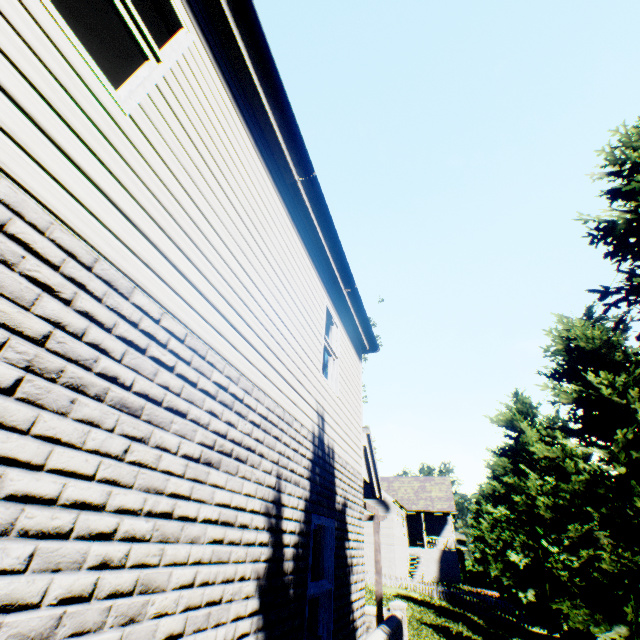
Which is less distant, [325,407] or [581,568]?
[325,407]
